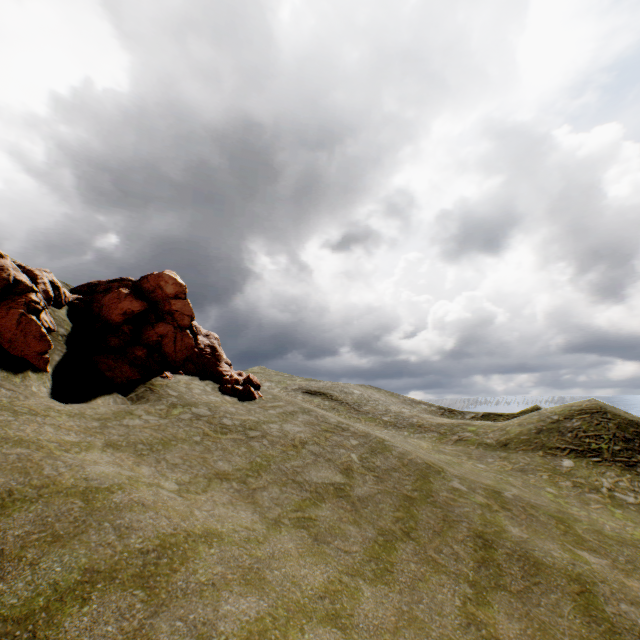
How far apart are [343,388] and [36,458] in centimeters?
4294cm
